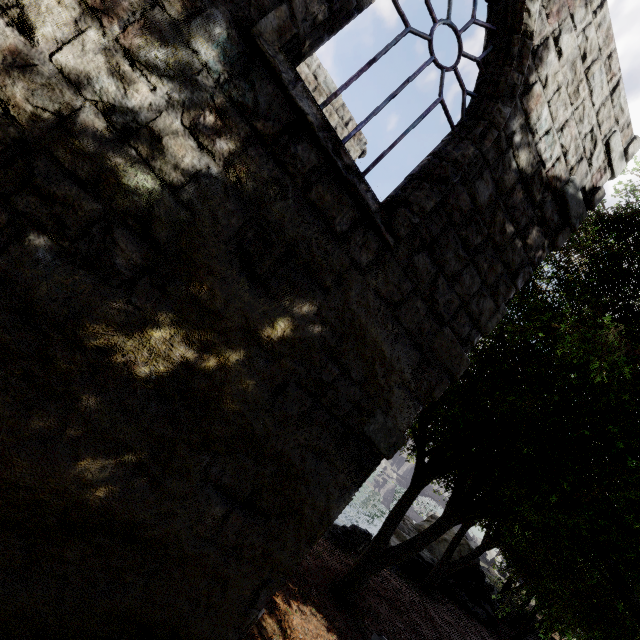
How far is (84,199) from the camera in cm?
221
